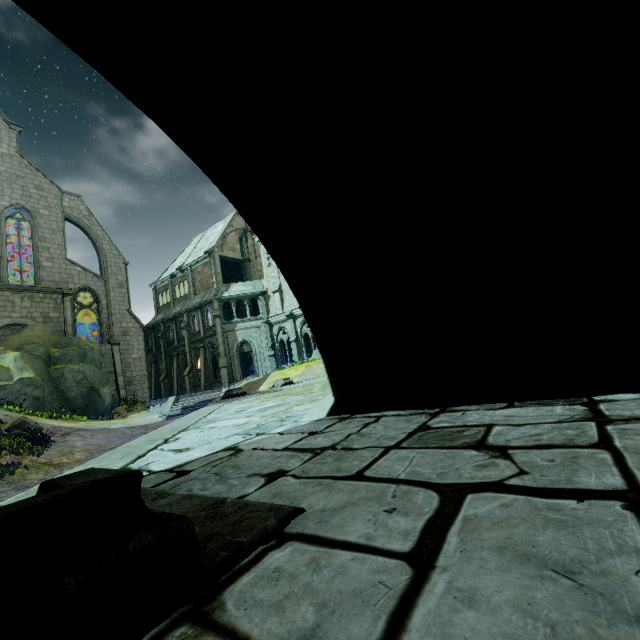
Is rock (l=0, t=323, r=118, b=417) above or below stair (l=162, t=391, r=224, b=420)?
above

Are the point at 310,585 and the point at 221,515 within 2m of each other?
yes

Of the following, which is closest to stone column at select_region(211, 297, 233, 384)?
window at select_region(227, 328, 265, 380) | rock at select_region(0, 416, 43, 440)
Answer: window at select_region(227, 328, 265, 380)

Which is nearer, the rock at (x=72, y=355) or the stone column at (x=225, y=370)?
the rock at (x=72, y=355)

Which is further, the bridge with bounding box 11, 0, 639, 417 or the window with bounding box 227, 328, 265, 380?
the window with bounding box 227, 328, 265, 380

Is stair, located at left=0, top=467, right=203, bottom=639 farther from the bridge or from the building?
the building

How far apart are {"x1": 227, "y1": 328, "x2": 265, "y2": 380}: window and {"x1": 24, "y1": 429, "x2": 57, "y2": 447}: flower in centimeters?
1713cm

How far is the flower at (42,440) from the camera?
13.99m
